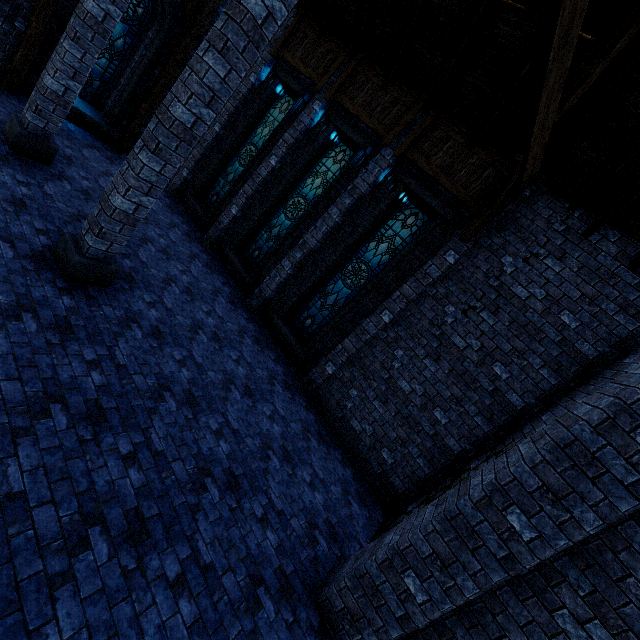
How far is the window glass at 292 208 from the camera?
9.3 meters

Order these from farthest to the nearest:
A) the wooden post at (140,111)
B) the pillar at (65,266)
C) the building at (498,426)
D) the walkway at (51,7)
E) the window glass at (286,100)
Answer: the window glass at (286,100)
the wooden post at (140,111)
the walkway at (51,7)
the pillar at (65,266)
the building at (498,426)

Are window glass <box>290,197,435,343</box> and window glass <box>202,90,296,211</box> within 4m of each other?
no

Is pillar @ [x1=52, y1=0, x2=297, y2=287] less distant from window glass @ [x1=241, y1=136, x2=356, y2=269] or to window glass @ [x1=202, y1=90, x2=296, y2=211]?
window glass @ [x1=241, y1=136, x2=356, y2=269]

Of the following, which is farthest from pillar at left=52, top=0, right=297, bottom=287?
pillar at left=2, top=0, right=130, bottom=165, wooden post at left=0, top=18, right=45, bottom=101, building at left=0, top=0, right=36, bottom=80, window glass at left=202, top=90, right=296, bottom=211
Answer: A: wooden post at left=0, top=18, right=45, bottom=101

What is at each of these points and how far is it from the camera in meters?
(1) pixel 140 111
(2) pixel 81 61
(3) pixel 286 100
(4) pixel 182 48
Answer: (1) wooden post, 10.4 m
(2) pillar, 6.4 m
(3) window glass, 10.4 m
(4) walkway, 9.8 m

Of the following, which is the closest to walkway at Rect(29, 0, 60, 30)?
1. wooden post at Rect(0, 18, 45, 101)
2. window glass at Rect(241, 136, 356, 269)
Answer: wooden post at Rect(0, 18, 45, 101)

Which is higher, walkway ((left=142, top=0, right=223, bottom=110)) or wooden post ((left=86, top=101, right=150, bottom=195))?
walkway ((left=142, top=0, right=223, bottom=110))
